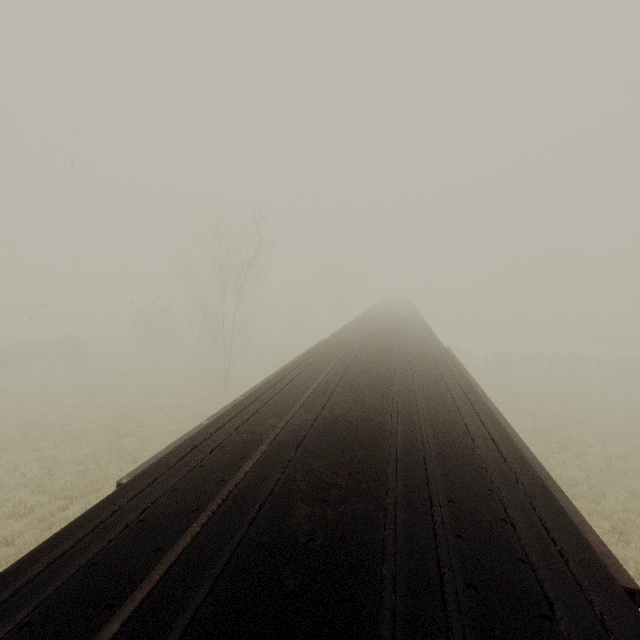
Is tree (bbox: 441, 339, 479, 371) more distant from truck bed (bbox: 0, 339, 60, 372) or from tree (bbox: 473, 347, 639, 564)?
truck bed (bbox: 0, 339, 60, 372)

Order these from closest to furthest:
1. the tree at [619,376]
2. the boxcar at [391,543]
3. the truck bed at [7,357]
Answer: the boxcar at [391,543], the tree at [619,376], the truck bed at [7,357]

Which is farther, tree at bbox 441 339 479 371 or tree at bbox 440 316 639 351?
tree at bbox 440 316 639 351

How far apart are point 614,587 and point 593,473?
13.8 meters

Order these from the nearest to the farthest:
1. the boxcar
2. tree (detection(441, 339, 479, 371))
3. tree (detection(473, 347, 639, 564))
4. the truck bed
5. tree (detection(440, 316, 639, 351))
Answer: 1. the boxcar
2. tree (detection(473, 347, 639, 564))
3. the truck bed
4. tree (detection(441, 339, 479, 371))
5. tree (detection(440, 316, 639, 351))

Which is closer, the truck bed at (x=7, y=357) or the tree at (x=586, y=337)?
the truck bed at (x=7, y=357)

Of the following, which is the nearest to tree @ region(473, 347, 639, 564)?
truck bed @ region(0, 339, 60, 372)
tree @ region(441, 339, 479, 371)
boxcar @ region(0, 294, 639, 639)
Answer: tree @ region(441, 339, 479, 371)

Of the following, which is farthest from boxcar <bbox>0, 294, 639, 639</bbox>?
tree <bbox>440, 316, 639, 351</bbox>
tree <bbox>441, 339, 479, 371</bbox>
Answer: tree <bbox>440, 316, 639, 351</bbox>
